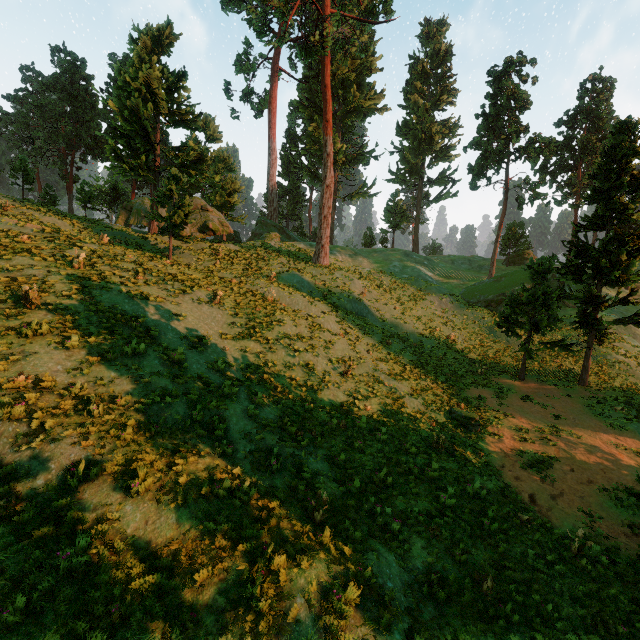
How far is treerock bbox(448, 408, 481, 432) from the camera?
16.3m

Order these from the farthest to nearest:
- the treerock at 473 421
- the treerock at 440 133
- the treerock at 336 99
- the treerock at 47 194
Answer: the treerock at 440 133
the treerock at 47 194
the treerock at 336 99
the treerock at 473 421

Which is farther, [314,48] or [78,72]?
[78,72]

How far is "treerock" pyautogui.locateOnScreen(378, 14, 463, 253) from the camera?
51.30m

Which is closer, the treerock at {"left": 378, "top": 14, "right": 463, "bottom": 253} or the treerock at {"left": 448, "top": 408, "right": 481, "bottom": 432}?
the treerock at {"left": 448, "top": 408, "right": 481, "bottom": 432}

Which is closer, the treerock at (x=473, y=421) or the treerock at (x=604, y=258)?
the treerock at (x=473, y=421)

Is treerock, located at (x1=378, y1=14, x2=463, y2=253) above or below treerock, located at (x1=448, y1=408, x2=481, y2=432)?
above
